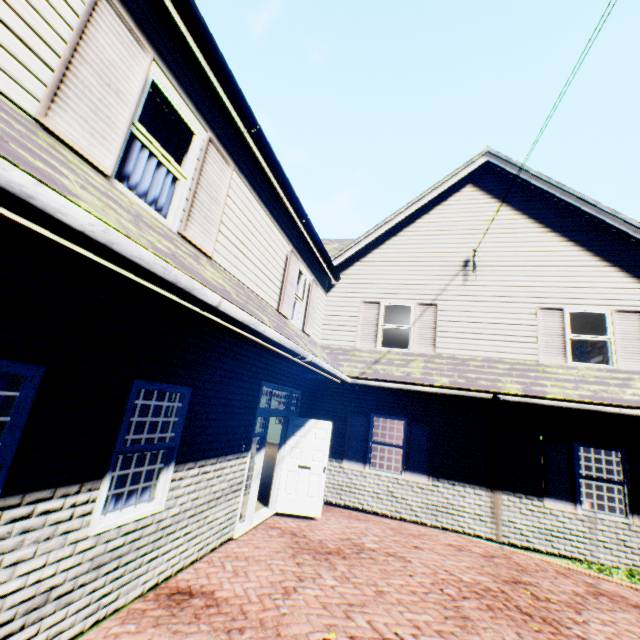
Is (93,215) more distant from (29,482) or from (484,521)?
(484,521)

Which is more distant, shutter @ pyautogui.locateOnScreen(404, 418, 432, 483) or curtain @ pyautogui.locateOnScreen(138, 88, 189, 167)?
shutter @ pyautogui.locateOnScreen(404, 418, 432, 483)

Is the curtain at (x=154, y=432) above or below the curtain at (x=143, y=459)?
above

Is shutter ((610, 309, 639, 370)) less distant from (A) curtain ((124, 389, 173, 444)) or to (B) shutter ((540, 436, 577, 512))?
(B) shutter ((540, 436, 577, 512))

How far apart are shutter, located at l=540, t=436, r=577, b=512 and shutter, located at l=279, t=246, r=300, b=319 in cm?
700

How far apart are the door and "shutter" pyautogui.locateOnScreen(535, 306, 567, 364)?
5.75m

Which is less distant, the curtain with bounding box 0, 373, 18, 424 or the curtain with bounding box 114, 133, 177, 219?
the curtain with bounding box 0, 373, 18, 424

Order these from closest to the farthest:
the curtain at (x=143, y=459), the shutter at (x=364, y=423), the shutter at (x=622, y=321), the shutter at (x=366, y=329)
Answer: the curtain at (x=143, y=459), the shutter at (x=622, y=321), the shutter at (x=364, y=423), the shutter at (x=366, y=329)
